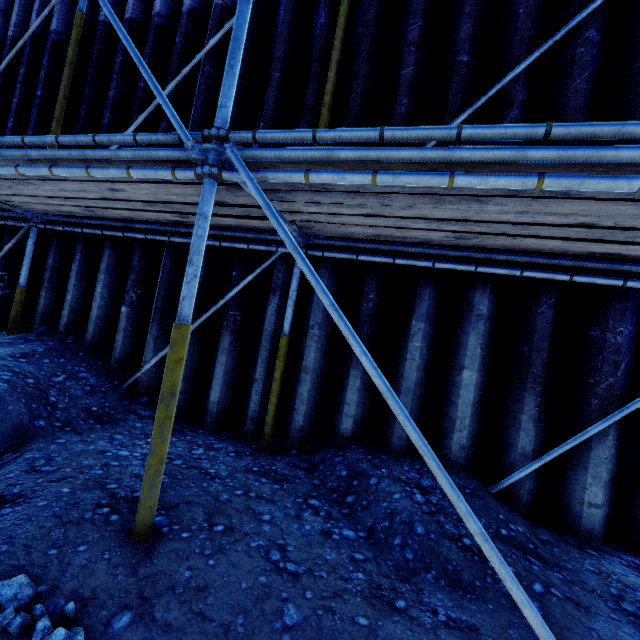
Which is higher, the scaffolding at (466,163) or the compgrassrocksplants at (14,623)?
the scaffolding at (466,163)

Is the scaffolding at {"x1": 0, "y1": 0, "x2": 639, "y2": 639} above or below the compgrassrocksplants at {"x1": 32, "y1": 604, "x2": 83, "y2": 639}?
above

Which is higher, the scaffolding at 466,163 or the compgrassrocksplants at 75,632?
the scaffolding at 466,163

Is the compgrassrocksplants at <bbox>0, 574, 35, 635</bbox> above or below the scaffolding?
below

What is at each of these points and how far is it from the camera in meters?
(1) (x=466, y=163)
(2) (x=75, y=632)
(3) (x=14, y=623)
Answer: (1) scaffolding, 1.6
(2) compgrassrocksplants, 1.2
(3) compgrassrocksplants, 1.2
